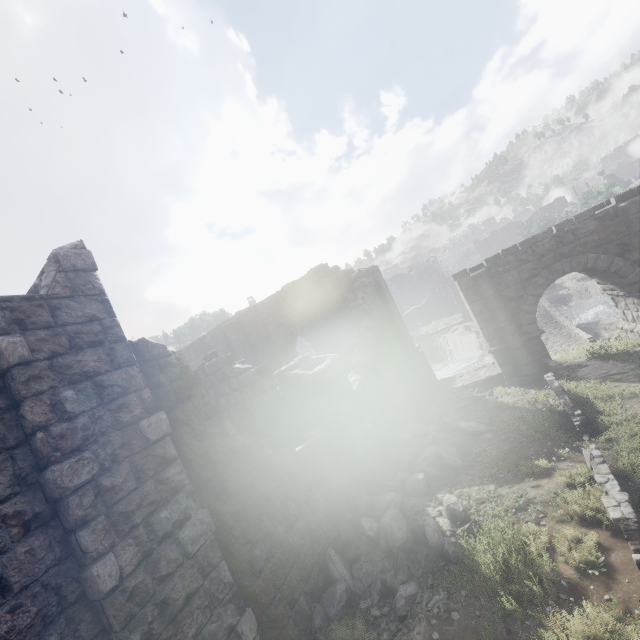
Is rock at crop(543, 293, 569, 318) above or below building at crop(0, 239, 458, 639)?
below

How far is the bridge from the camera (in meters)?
19.20

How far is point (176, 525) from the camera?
4.0 meters

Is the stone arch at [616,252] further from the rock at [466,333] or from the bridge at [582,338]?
the bridge at [582,338]

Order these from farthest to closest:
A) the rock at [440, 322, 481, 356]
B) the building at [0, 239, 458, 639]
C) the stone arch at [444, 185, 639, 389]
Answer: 1. the rock at [440, 322, 481, 356]
2. the stone arch at [444, 185, 639, 389]
3. the building at [0, 239, 458, 639]

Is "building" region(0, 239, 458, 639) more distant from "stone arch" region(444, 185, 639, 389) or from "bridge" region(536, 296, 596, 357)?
"bridge" region(536, 296, 596, 357)

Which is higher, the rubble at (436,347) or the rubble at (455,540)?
the rubble at (455,540)

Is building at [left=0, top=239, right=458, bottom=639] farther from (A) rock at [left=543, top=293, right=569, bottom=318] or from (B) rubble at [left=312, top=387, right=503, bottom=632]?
(A) rock at [left=543, top=293, right=569, bottom=318]
